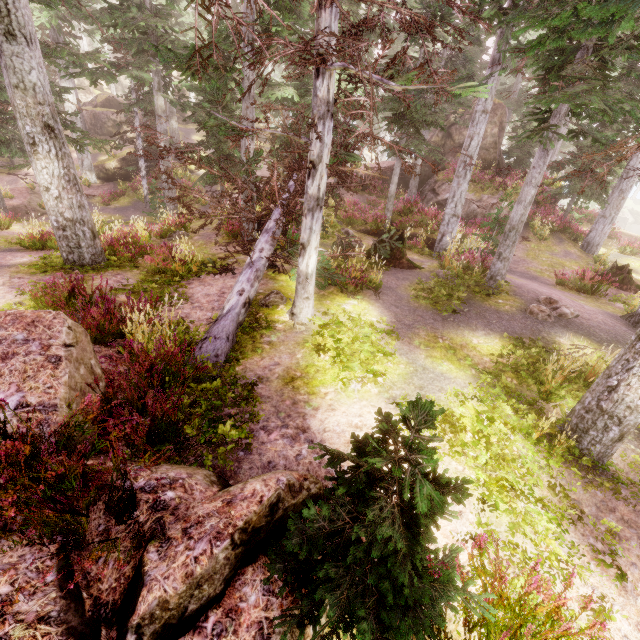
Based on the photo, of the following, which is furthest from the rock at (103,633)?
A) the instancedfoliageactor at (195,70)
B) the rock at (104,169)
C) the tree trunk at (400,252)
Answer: the rock at (104,169)

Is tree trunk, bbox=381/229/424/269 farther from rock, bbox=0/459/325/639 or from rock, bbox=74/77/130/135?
rock, bbox=74/77/130/135

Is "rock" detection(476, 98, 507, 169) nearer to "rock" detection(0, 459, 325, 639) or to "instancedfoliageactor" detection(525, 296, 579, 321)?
"instancedfoliageactor" detection(525, 296, 579, 321)

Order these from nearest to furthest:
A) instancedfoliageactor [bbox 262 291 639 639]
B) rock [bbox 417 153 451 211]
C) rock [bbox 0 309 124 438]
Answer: instancedfoliageactor [bbox 262 291 639 639] < rock [bbox 0 309 124 438] < rock [bbox 417 153 451 211]

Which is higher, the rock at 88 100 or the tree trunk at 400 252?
the rock at 88 100

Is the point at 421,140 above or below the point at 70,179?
above

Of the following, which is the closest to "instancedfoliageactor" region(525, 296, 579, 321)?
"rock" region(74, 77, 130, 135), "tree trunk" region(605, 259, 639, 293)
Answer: "rock" region(74, 77, 130, 135)

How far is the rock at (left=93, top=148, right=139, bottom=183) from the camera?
25.9 meters
